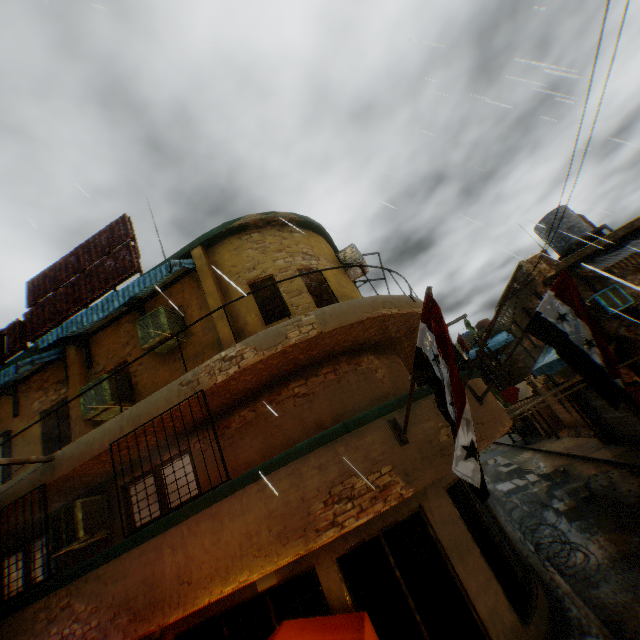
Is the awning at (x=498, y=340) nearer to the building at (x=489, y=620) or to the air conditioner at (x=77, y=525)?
the building at (x=489, y=620)

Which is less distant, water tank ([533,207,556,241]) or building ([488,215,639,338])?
building ([488,215,639,338])

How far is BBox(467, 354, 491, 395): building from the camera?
6.8 meters

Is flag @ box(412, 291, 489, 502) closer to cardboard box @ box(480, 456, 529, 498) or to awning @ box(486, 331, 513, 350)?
cardboard box @ box(480, 456, 529, 498)

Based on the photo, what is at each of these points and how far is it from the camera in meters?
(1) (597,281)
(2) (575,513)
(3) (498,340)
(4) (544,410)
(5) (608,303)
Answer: (1) building, 12.0 m
(2) cardboard box, 10.3 m
(3) awning, 28.1 m
(4) building, 26.0 m
(5) air conditioner, 11.0 m

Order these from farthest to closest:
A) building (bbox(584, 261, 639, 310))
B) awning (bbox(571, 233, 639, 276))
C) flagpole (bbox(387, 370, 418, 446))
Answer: building (bbox(584, 261, 639, 310))
awning (bbox(571, 233, 639, 276))
flagpole (bbox(387, 370, 418, 446))

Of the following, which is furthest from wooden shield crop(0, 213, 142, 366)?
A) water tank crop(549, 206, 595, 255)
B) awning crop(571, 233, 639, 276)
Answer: water tank crop(549, 206, 595, 255)

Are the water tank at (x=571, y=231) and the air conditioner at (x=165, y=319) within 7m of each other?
no
